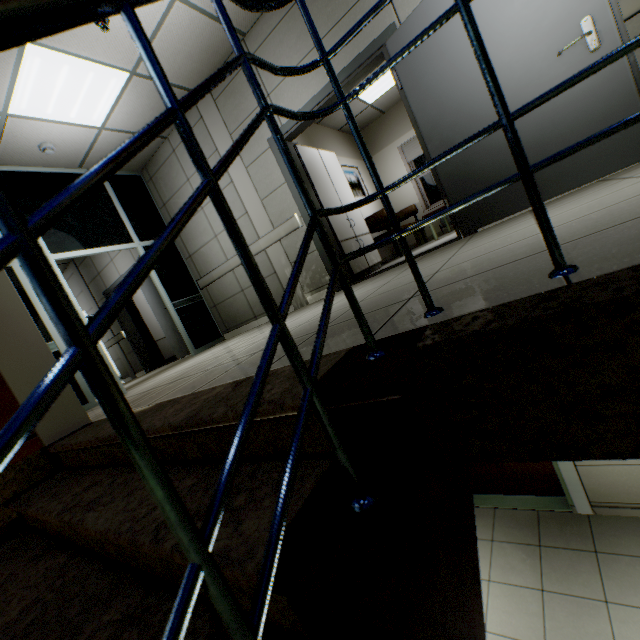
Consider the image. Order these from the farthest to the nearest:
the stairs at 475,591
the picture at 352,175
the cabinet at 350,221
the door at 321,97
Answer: the picture at 352,175, the cabinet at 350,221, the door at 321,97, the stairs at 475,591

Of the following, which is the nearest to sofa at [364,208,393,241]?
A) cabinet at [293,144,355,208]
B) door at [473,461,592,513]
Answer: cabinet at [293,144,355,208]

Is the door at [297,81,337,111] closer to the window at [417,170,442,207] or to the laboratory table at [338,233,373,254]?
the laboratory table at [338,233,373,254]

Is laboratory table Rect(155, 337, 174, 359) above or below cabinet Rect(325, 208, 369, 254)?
below

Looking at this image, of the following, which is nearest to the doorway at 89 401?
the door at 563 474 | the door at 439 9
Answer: the door at 563 474

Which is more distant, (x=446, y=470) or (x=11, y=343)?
(x=11, y=343)

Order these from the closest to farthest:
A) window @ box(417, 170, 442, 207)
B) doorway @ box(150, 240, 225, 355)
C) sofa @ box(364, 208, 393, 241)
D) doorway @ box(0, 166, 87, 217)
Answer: doorway @ box(0, 166, 87, 217)
doorway @ box(150, 240, 225, 355)
sofa @ box(364, 208, 393, 241)
window @ box(417, 170, 442, 207)

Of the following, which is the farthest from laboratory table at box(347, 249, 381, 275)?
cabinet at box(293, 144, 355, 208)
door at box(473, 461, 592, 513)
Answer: door at box(473, 461, 592, 513)
